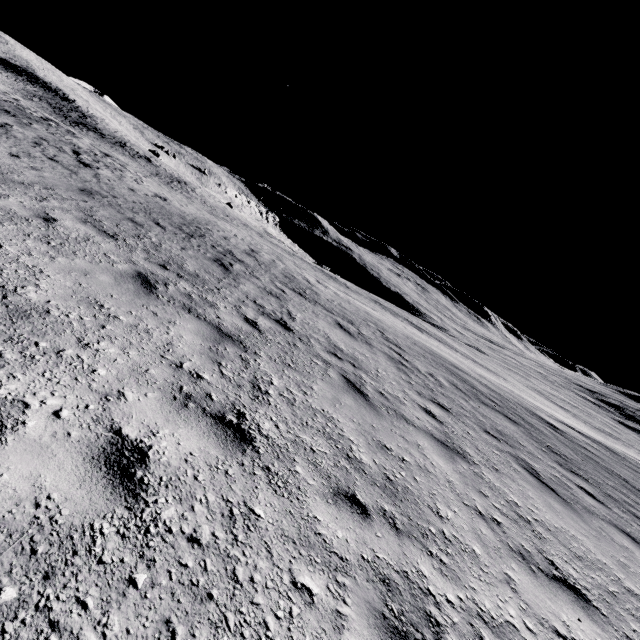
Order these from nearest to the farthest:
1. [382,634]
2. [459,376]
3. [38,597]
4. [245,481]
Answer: [38,597], [382,634], [245,481], [459,376]
